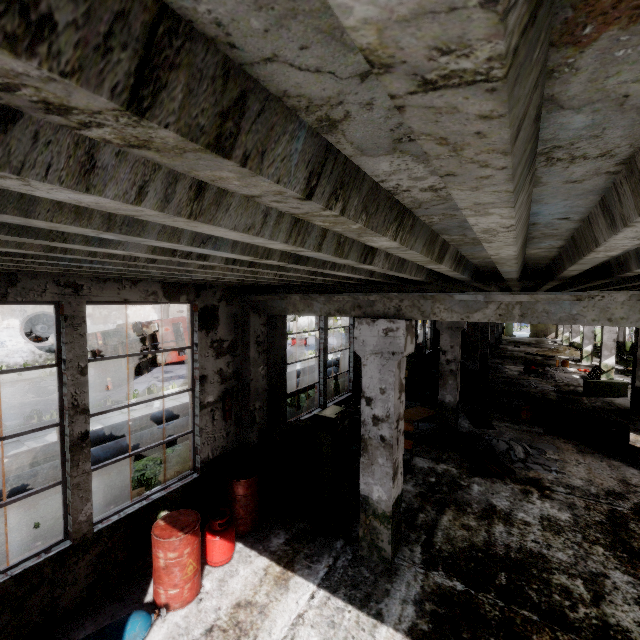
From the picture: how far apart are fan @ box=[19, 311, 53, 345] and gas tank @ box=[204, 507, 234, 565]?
21.70m

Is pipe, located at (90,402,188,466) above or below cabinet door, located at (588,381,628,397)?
above

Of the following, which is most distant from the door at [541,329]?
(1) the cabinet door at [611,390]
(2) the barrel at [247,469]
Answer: (2) the barrel at [247,469]

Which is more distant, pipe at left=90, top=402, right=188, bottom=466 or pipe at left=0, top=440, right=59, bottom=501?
pipe at left=90, top=402, right=188, bottom=466

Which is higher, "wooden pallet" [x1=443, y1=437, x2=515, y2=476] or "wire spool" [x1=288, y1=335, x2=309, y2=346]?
"wire spool" [x1=288, y1=335, x2=309, y2=346]

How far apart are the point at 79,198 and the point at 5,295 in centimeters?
380cm

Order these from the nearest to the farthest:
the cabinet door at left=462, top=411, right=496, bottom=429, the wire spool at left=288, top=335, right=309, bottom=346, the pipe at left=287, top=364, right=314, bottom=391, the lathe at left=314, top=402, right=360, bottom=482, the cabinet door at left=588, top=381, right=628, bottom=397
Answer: the lathe at left=314, top=402, right=360, bottom=482 → the cabinet door at left=462, top=411, right=496, bottom=429 → the pipe at left=287, top=364, right=314, bottom=391 → the cabinet door at left=588, top=381, right=628, bottom=397 → the wire spool at left=288, top=335, right=309, bottom=346

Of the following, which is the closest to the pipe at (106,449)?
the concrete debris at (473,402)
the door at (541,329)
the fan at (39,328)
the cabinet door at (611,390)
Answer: the concrete debris at (473,402)
